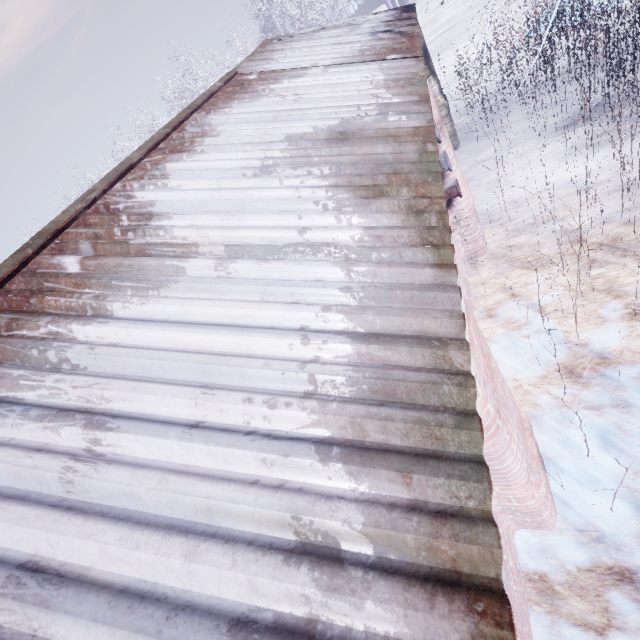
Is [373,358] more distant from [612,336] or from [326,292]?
[612,336]

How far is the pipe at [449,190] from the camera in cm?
347

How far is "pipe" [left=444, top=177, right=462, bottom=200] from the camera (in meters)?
3.47
